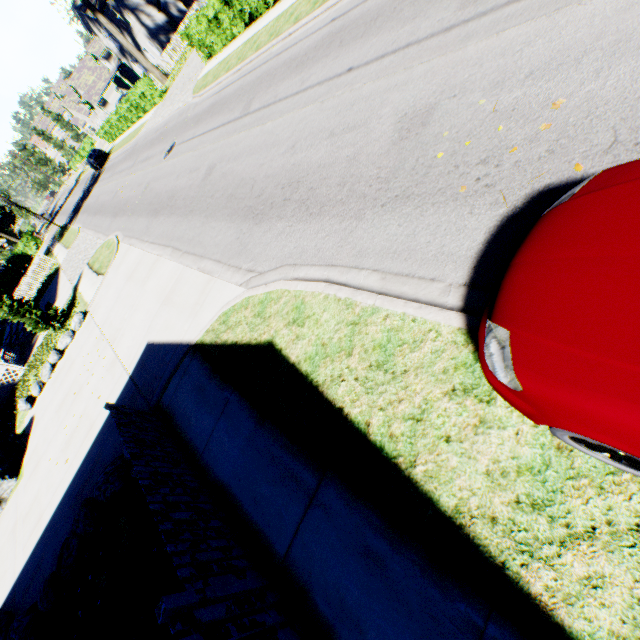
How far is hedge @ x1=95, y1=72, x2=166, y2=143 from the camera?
26.2m

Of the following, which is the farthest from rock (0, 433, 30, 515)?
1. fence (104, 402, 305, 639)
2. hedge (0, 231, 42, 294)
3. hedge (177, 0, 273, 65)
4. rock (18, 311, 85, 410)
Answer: hedge (0, 231, 42, 294)

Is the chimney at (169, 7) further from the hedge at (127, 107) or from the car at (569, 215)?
the car at (569, 215)

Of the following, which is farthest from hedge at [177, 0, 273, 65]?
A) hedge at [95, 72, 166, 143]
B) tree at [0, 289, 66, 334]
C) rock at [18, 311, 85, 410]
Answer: rock at [18, 311, 85, 410]

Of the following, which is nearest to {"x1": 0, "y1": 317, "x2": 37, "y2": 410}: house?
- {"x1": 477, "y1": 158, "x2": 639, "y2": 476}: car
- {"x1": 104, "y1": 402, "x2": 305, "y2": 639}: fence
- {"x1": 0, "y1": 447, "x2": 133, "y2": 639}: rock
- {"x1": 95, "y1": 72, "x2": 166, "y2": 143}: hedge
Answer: {"x1": 0, "y1": 447, "x2": 133, "y2": 639}: rock

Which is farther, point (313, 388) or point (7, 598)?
point (7, 598)

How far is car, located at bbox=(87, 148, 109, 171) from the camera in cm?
3619

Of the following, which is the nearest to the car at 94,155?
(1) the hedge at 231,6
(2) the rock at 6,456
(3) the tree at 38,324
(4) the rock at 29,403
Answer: (1) the hedge at 231,6
